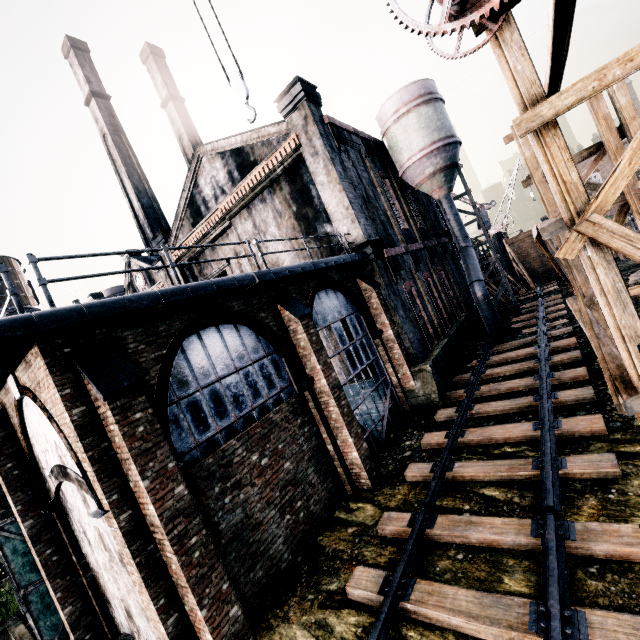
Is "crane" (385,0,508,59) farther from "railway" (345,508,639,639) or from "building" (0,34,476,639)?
"railway" (345,508,639,639)

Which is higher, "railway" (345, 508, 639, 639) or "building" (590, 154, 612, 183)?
"building" (590, 154, 612, 183)

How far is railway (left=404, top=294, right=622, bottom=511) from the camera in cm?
789

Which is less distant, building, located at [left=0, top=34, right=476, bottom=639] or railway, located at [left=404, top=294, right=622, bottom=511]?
building, located at [left=0, top=34, right=476, bottom=639]

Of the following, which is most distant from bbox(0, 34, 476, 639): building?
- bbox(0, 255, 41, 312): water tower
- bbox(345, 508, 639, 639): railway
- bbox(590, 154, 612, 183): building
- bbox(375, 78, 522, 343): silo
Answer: bbox(590, 154, 612, 183): building

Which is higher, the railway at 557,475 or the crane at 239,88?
the crane at 239,88

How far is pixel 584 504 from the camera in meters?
7.1

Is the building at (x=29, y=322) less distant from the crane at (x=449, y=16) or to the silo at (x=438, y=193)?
the silo at (x=438, y=193)
